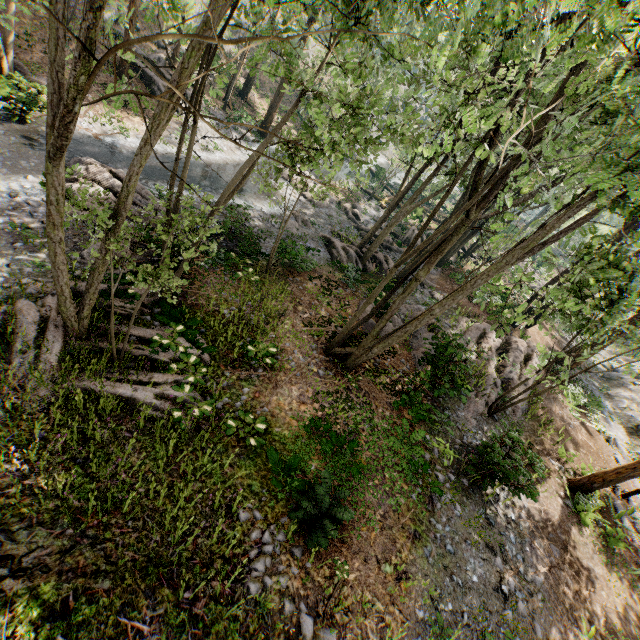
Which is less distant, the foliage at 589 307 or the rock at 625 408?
the foliage at 589 307

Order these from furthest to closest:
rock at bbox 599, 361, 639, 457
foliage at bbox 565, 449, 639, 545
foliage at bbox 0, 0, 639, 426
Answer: rock at bbox 599, 361, 639, 457
foliage at bbox 565, 449, 639, 545
foliage at bbox 0, 0, 639, 426

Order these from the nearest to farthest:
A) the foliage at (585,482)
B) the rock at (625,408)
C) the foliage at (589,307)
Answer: the foliage at (589,307) → the foliage at (585,482) → the rock at (625,408)

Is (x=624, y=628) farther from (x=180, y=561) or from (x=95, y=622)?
(x=95, y=622)

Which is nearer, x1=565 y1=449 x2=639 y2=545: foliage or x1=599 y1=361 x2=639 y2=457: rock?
x1=565 y1=449 x2=639 y2=545: foliage

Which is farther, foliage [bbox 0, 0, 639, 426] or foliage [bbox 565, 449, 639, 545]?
foliage [bbox 565, 449, 639, 545]
